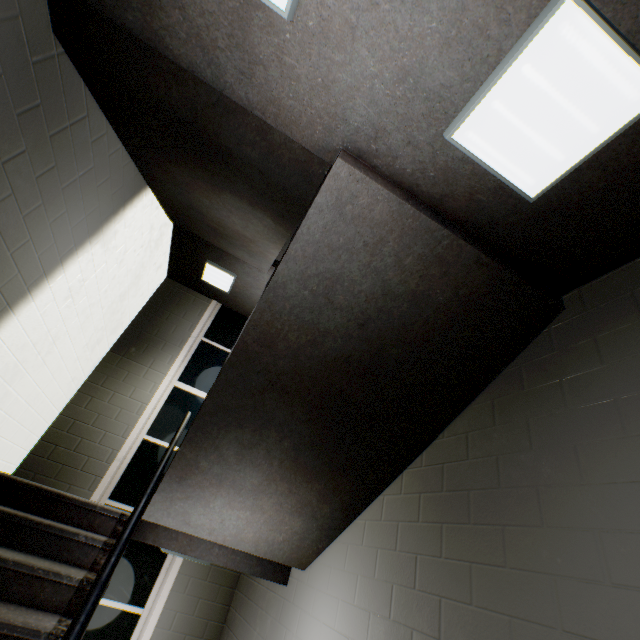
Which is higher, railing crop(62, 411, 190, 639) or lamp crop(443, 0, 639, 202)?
lamp crop(443, 0, 639, 202)

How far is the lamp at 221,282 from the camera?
5.1m

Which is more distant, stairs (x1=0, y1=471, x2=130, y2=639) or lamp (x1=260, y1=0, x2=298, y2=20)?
stairs (x1=0, y1=471, x2=130, y2=639)

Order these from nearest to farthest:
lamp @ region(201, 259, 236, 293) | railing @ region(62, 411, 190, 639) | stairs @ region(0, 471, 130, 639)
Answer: railing @ region(62, 411, 190, 639) < stairs @ region(0, 471, 130, 639) < lamp @ region(201, 259, 236, 293)

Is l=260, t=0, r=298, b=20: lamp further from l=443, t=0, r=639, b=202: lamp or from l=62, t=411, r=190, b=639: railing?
l=62, t=411, r=190, b=639: railing

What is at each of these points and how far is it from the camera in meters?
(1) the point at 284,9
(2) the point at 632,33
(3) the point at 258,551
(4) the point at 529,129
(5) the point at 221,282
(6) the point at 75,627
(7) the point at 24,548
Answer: (1) lamp, 1.2
(2) stairs, 1.0
(3) stairs, 2.8
(4) lamp, 1.2
(5) lamp, 5.4
(6) railing, 0.9
(7) stairs, 2.1

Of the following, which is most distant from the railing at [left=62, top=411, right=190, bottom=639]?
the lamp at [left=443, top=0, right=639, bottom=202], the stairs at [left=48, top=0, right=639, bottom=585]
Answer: the lamp at [left=443, top=0, right=639, bottom=202]

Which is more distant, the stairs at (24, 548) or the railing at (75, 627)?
the stairs at (24, 548)
